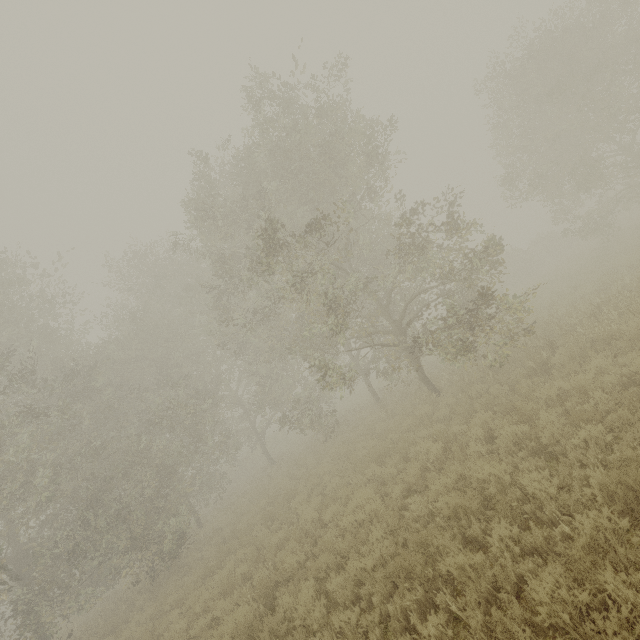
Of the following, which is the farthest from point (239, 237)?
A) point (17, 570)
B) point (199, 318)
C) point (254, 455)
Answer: point (254, 455)
